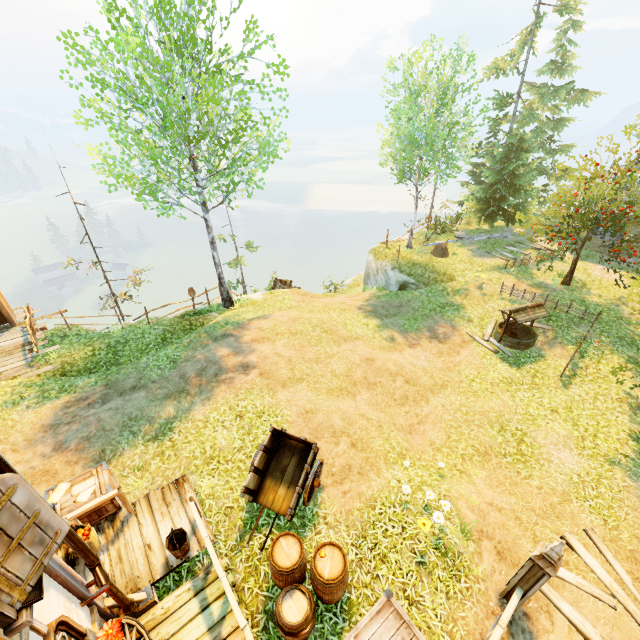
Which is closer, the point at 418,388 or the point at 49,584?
the point at 49,584

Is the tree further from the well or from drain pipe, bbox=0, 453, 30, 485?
drain pipe, bbox=0, 453, 30, 485

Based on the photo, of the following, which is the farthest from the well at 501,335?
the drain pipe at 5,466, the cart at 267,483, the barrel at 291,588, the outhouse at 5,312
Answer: the outhouse at 5,312

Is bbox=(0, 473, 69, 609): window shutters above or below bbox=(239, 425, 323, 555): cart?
above

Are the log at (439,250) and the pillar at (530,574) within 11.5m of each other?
no

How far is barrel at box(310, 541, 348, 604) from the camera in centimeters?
546cm

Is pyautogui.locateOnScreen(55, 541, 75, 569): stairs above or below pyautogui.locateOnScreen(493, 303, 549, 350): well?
above

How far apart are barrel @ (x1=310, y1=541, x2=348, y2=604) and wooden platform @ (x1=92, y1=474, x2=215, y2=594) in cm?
128
